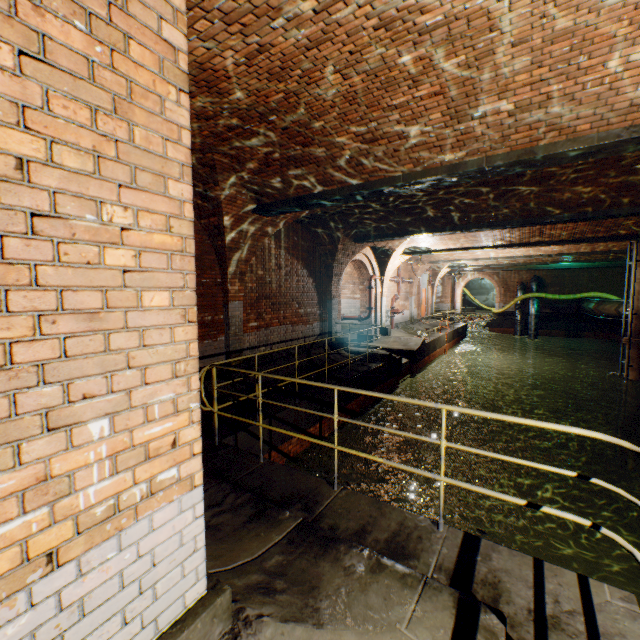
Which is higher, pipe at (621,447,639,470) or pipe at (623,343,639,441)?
pipe at (623,343,639,441)

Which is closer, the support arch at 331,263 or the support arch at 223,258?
the support arch at 223,258

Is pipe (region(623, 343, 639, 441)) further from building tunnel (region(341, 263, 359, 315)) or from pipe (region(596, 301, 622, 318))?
building tunnel (region(341, 263, 359, 315))

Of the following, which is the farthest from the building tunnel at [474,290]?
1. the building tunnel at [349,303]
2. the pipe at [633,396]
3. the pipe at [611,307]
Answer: the pipe at [633,396]

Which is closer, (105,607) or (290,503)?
(105,607)

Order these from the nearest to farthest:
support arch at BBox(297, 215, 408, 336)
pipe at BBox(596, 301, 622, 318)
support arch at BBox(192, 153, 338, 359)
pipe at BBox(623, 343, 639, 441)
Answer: support arch at BBox(192, 153, 338, 359), support arch at BBox(297, 215, 408, 336), pipe at BBox(623, 343, 639, 441), pipe at BBox(596, 301, 622, 318)

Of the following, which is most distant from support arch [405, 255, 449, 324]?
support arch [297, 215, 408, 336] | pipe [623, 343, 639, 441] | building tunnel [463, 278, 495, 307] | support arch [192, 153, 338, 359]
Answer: building tunnel [463, 278, 495, 307]

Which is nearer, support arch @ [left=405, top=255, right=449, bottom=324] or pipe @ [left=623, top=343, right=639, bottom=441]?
pipe @ [left=623, top=343, right=639, bottom=441]
